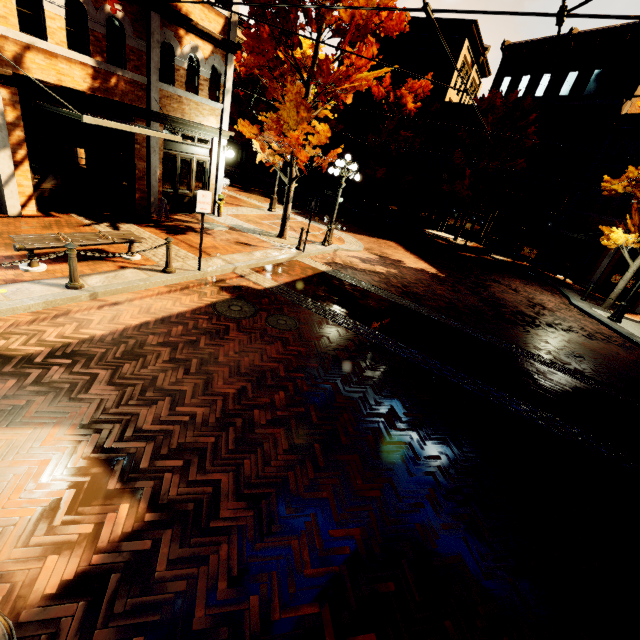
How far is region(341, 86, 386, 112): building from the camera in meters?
29.2 m

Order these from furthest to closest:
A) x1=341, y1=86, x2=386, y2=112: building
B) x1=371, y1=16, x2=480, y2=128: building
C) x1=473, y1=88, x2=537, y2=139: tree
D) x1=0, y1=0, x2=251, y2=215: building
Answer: x1=341, y1=86, x2=386, y2=112: building, x1=371, y1=16, x2=480, y2=128: building, x1=473, y1=88, x2=537, y2=139: tree, x1=0, y1=0, x2=251, y2=215: building

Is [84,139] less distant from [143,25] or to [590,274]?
[143,25]

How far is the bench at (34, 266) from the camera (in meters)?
6.35

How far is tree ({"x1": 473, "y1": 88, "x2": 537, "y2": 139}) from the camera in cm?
2027

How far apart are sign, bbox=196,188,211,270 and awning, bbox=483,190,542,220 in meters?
20.7 m

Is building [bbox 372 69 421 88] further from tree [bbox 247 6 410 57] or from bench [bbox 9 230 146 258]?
bench [bbox 9 230 146 258]

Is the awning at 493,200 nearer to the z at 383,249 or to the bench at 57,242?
the z at 383,249
